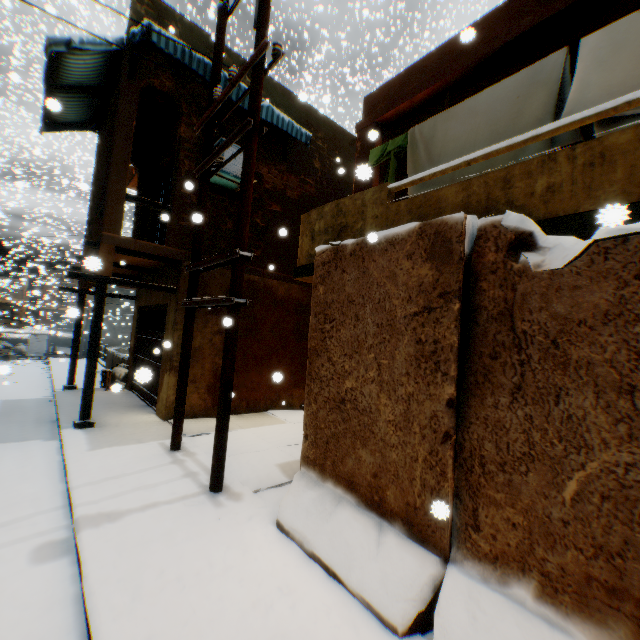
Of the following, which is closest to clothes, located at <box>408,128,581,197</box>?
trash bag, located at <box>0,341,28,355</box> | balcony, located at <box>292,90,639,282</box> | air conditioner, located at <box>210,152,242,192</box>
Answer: balcony, located at <box>292,90,639,282</box>

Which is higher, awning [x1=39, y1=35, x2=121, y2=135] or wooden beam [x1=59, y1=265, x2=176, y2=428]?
awning [x1=39, y1=35, x2=121, y2=135]

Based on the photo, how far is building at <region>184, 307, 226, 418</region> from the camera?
7.94m

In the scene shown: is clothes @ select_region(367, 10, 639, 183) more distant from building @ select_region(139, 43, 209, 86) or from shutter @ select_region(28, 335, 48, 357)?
shutter @ select_region(28, 335, 48, 357)

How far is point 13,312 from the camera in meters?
56.9

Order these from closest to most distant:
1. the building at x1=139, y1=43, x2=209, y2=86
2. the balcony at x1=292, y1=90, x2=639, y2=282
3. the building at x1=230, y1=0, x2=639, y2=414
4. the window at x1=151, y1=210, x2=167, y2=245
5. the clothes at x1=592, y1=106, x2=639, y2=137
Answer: the balcony at x1=292, y1=90, x2=639, y2=282, the clothes at x1=592, y1=106, x2=639, y2=137, the building at x1=230, y1=0, x2=639, y2=414, the building at x1=139, y1=43, x2=209, y2=86, the window at x1=151, y1=210, x2=167, y2=245

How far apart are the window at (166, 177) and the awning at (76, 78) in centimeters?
143cm
